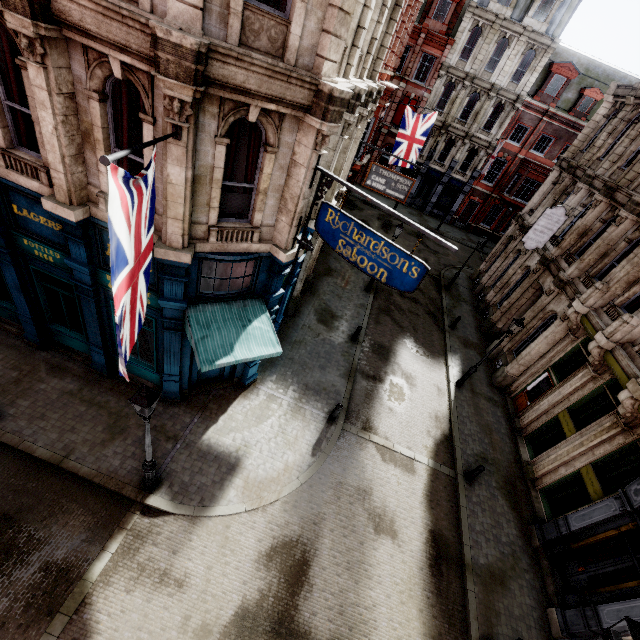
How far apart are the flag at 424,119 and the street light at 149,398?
19.03m

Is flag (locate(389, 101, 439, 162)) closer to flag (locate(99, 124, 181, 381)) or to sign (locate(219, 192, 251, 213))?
sign (locate(219, 192, 251, 213))

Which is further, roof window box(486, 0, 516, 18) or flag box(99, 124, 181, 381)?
roof window box(486, 0, 516, 18)

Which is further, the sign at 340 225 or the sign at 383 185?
the sign at 383 185

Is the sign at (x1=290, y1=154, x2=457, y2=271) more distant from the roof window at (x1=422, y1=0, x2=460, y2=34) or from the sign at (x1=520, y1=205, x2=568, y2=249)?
the roof window at (x1=422, y1=0, x2=460, y2=34)

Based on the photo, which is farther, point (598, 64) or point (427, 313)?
point (598, 64)

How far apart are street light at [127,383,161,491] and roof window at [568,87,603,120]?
40.4m

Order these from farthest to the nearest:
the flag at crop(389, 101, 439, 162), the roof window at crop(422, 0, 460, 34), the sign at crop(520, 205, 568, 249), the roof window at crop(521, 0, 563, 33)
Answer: the roof window at crop(422, 0, 460, 34), the roof window at crop(521, 0, 563, 33), the flag at crop(389, 101, 439, 162), the sign at crop(520, 205, 568, 249)
